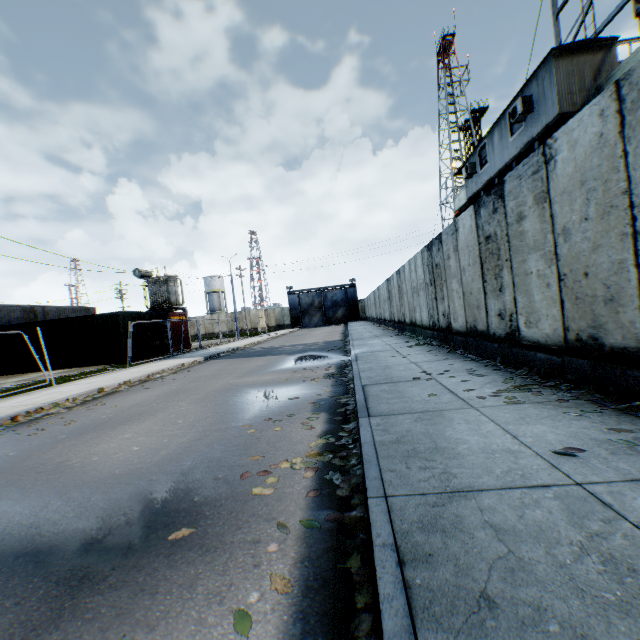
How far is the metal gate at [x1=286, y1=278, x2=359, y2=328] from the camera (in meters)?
50.94

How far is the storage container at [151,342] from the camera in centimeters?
1966cm

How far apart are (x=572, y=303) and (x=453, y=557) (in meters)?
3.96

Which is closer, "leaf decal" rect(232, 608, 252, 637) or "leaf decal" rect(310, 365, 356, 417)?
"leaf decal" rect(232, 608, 252, 637)

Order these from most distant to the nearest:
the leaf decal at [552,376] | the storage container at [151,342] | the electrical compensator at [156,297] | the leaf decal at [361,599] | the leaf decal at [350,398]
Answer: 1. the electrical compensator at [156,297]
2. the storage container at [151,342]
3. the leaf decal at [350,398]
4. the leaf decal at [552,376]
5. the leaf decal at [361,599]

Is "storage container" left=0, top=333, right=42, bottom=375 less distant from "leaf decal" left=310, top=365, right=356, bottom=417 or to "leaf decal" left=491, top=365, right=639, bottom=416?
"leaf decal" left=310, top=365, right=356, bottom=417

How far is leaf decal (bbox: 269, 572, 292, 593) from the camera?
1.88m

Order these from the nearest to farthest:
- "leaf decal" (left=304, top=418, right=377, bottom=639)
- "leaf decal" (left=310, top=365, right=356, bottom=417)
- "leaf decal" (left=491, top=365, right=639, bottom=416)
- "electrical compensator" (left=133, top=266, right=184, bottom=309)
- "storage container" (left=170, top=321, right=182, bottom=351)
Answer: "leaf decal" (left=304, top=418, right=377, bottom=639) < "leaf decal" (left=491, top=365, right=639, bottom=416) < "leaf decal" (left=310, top=365, right=356, bottom=417) < "storage container" (left=170, top=321, right=182, bottom=351) < "electrical compensator" (left=133, top=266, right=184, bottom=309)
